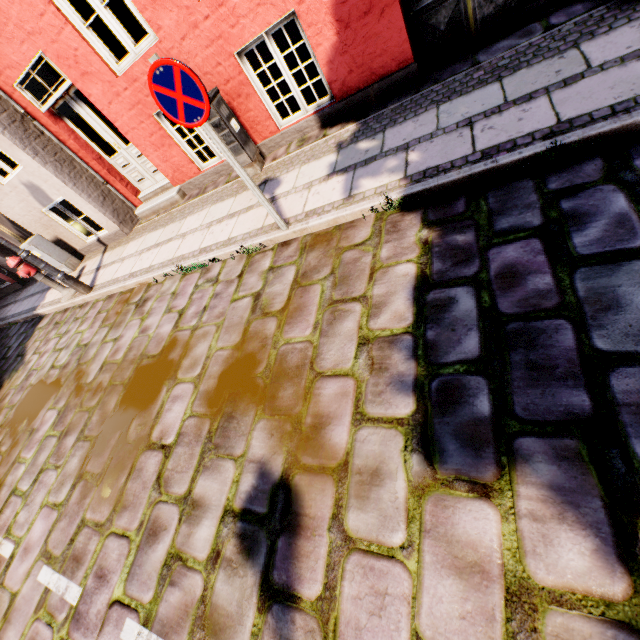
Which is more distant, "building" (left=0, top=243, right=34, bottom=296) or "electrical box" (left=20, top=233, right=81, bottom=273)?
"building" (left=0, top=243, right=34, bottom=296)

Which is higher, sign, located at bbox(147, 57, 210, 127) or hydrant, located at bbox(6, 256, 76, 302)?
sign, located at bbox(147, 57, 210, 127)

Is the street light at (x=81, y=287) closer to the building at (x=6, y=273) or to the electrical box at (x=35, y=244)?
the building at (x=6, y=273)

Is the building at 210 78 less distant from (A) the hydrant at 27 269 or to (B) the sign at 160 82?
(A) the hydrant at 27 269

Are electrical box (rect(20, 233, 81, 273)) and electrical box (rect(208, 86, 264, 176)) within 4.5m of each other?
no

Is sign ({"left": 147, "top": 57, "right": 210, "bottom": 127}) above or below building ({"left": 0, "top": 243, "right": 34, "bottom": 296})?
above

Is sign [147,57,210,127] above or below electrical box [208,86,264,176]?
above

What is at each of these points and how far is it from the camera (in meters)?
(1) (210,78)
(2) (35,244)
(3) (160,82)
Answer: (1) building, 4.97
(2) electrical box, 7.60
(3) sign, 2.77
